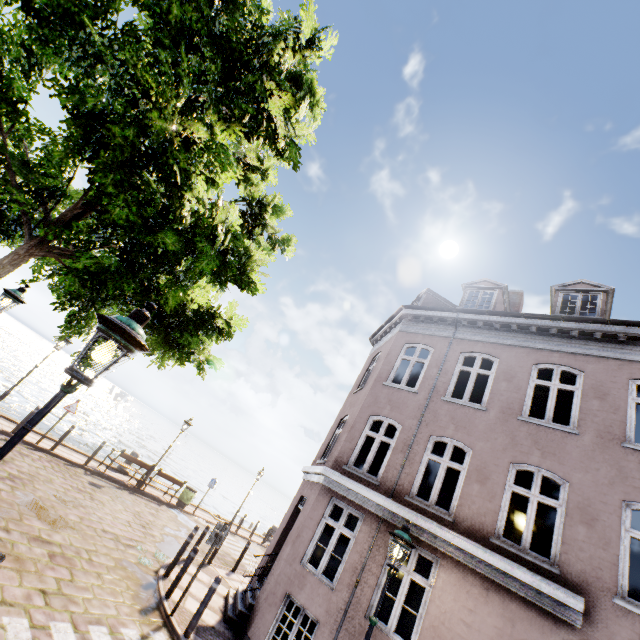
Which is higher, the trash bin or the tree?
the tree

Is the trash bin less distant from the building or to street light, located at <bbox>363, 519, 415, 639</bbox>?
the building

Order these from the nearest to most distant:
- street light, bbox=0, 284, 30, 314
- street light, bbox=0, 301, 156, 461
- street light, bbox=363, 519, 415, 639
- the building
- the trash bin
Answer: street light, bbox=0, 301, 156, 461, street light, bbox=363, 519, 415, 639, the building, street light, bbox=0, 284, 30, 314, the trash bin

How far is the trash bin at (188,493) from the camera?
17.0m

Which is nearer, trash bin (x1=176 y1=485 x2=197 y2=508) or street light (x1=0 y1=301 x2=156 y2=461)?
street light (x1=0 y1=301 x2=156 y2=461)

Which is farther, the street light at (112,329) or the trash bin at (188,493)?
the trash bin at (188,493)

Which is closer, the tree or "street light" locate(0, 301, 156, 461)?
"street light" locate(0, 301, 156, 461)

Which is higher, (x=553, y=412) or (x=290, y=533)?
(x=553, y=412)
